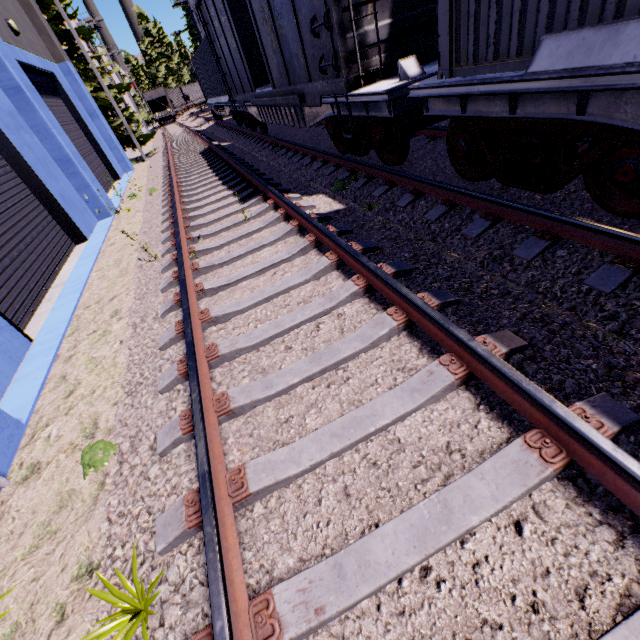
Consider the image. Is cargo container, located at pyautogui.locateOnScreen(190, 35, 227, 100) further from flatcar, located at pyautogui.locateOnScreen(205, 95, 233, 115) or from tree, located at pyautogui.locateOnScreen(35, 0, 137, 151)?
tree, located at pyautogui.locateOnScreen(35, 0, 137, 151)

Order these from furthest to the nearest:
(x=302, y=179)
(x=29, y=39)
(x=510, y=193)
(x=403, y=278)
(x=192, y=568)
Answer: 1. (x=29, y=39)
2. (x=302, y=179)
3. (x=510, y=193)
4. (x=403, y=278)
5. (x=192, y=568)

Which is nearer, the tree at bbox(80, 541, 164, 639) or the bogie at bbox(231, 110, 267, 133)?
the tree at bbox(80, 541, 164, 639)

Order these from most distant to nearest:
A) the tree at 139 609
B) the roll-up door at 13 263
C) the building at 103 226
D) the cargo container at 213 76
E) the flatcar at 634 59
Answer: the cargo container at 213 76 < the roll-up door at 13 263 < the building at 103 226 < the flatcar at 634 59 < the tree at 139 609

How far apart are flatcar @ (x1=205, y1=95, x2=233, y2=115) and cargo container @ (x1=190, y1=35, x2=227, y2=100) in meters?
0.0 m

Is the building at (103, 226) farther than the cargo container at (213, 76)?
No

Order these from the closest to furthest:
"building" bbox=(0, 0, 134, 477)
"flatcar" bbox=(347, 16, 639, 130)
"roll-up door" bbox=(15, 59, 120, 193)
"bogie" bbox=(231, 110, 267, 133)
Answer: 1. "flatcar" bbox=(347, 16, 639, 130)
2. "building" bbox=(0, 0, 134, 477)
3. "roll-up door" bbox=(15, 59, 120, 193)
4. "bogie" bbox=(231, 110, 267, 133)

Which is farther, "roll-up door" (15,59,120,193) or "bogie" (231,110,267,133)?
"bogie" (231,110,267,133)
